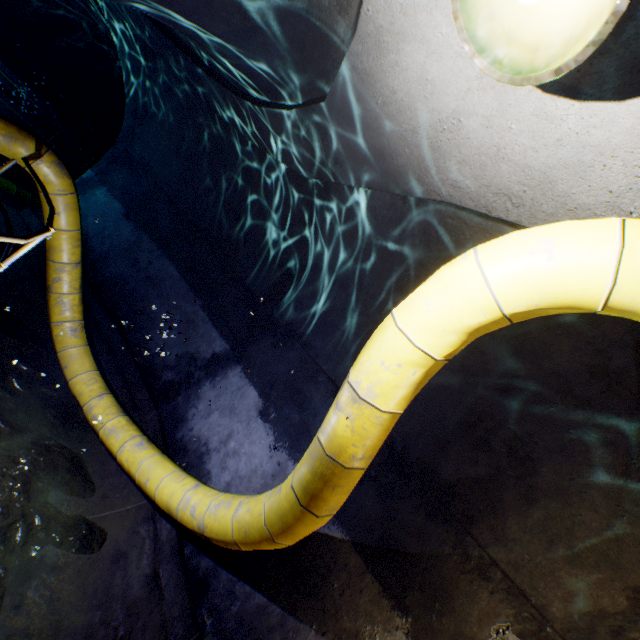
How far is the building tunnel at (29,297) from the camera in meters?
5.3

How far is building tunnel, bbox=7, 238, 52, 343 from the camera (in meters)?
5.34

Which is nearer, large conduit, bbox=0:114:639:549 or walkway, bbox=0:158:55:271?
large conduit, bbox=0:114:639:549

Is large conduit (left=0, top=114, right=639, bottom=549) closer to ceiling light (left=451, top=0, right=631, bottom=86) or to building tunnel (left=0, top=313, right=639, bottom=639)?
building tunnel (left=0, top=313, right=639, bottom=639)

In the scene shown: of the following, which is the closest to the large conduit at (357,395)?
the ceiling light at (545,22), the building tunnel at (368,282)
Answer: the building tunnel at (368,282)

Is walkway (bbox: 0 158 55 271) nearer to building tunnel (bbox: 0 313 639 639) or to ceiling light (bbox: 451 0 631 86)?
building tunnel (bbox: 0 313 639 639)

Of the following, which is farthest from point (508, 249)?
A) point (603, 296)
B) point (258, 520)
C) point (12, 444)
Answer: point (12, 444)
